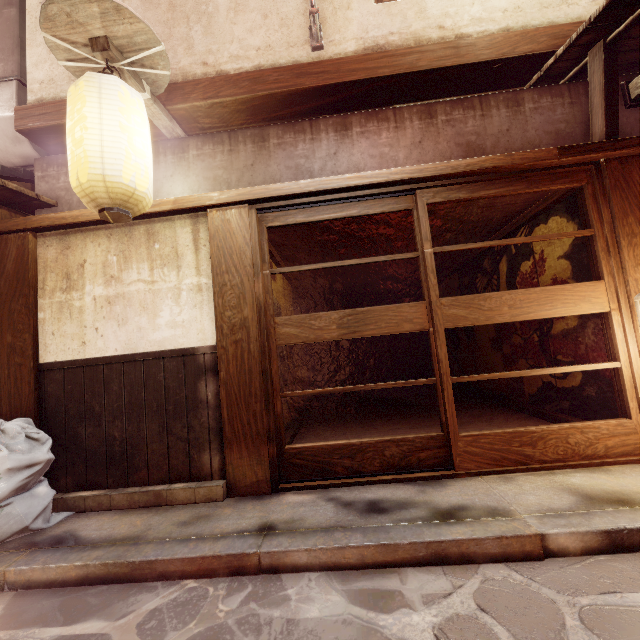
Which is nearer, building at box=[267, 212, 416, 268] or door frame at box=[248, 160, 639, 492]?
door frame at box=[248, 160, 639, 492]

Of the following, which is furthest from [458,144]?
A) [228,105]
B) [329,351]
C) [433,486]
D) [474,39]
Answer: [329,351]

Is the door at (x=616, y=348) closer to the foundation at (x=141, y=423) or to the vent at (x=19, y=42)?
the foundation at (x=141, y=423)

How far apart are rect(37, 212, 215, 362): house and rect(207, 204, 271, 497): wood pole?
0.0 meters

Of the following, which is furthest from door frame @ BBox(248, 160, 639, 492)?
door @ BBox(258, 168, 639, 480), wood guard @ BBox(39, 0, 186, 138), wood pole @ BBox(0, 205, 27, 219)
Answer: wood pole @ BBox(0, 205, 27, 219)

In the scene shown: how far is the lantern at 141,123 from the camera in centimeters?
445cm

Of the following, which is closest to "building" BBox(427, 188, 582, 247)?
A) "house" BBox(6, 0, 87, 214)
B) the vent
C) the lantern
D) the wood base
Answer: "house" BBox(6, 0, 87, 214)

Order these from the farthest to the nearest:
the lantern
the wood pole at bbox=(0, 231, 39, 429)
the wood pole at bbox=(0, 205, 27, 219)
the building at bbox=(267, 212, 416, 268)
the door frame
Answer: the building at bbox=(267, 212, 416, 268) < the wood pole at bbox=(0, 205, 27, 219) < the wood pole at bbox=(0, 231, 39, 429) < the door frame < the lantern
